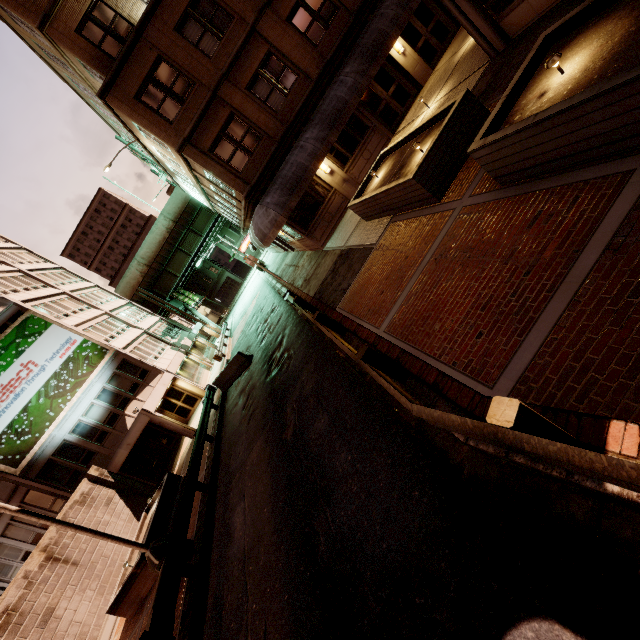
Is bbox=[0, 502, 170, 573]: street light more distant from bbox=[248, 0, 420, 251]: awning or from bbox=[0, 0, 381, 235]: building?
bbox=[248, 0, 420, 251]: awning

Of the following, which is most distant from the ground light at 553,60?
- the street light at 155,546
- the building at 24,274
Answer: the building at 24,274

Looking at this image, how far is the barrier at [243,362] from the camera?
18.7 meters

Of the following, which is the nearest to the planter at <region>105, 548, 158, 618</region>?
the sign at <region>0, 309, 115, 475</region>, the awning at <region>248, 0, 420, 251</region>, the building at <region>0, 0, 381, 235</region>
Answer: the sign at <region>0, 309, 115, 475</region>

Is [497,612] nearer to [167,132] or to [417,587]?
[417,587]

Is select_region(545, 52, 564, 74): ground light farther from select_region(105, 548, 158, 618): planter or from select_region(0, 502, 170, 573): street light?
select_region(105, 548, 158, 618): planter

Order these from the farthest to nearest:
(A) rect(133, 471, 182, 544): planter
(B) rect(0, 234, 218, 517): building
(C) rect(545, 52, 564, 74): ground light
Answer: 1. (B) rect(0, 234, 218, 517): building
2. (A) rect(133, 471, 182, 544): planter
3. (C) rect(545, 52, 564, 74): ground light

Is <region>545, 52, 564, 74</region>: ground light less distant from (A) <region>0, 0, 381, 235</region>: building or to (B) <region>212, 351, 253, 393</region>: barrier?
(A) <region>0, 0, 381, 235</region>: building
